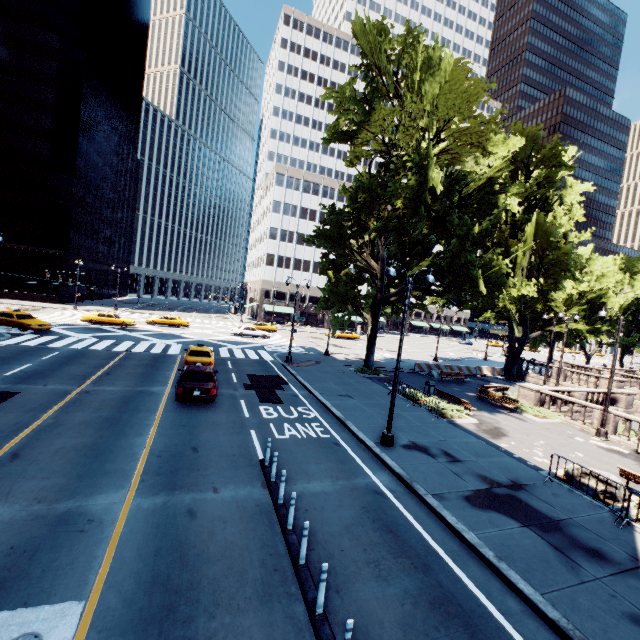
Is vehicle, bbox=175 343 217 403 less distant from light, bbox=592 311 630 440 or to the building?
light, bbox=592 311 630 440

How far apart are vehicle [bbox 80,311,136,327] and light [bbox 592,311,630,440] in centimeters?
4202cm

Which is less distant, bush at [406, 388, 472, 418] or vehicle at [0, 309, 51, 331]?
bush at [406, 388, 472, 418]

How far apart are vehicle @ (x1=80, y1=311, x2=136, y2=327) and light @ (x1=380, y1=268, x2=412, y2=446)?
34.0m

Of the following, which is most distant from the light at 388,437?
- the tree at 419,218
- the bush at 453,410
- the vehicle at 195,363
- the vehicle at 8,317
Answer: the vehicle at 8,317

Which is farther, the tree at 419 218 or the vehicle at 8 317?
the vehicle at 8 317

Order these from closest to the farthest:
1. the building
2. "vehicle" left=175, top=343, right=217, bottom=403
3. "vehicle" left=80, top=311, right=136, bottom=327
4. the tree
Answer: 1. "vehicle" left=175, top=343, right=217, bottom=403
2. the tree
3. "vehicle" left=80, top=311, right=136, bottom=327
4. the building

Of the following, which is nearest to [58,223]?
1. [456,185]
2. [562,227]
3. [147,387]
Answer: [147,387]
